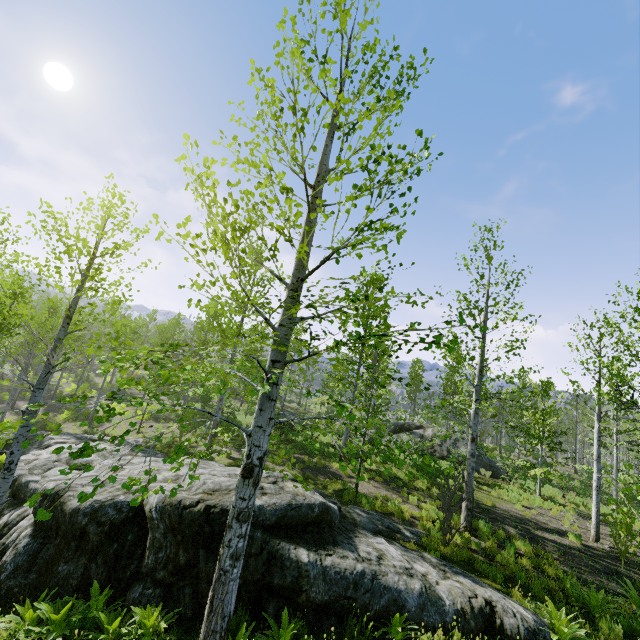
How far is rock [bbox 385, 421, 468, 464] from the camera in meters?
22.6

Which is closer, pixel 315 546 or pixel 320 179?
pixel 320 179

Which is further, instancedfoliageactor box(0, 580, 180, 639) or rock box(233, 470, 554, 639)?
rock box(233, 470, 554, 639)

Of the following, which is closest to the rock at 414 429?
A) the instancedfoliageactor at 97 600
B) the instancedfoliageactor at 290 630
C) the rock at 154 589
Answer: the instancedfoliageactor at 290 630

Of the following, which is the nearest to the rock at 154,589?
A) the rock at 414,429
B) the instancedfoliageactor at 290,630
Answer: the instancedfoliageactor at 290,630

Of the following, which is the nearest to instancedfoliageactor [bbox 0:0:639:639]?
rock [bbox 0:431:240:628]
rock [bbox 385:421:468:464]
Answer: rock [bbox 0:431:240:628]

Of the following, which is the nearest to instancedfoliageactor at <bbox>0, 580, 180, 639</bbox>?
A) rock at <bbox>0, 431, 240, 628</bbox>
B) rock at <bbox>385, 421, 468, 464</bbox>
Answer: rock at <bbox>0, 431, 240, 628</bbox>
